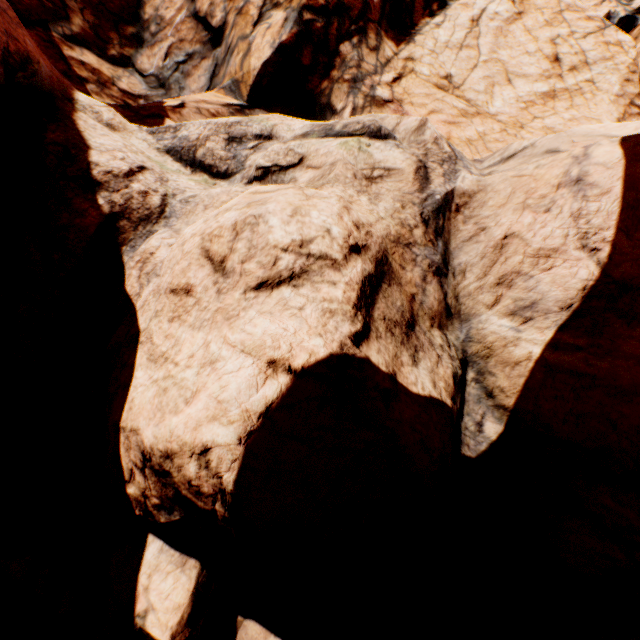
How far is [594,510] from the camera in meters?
2.4 m
